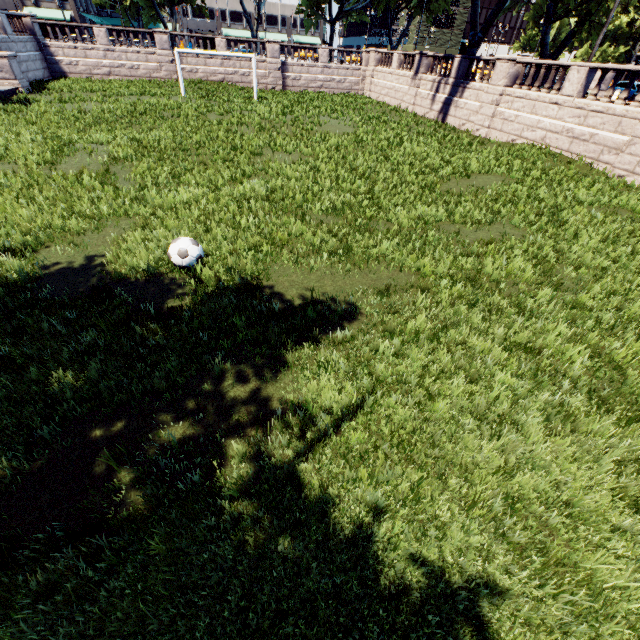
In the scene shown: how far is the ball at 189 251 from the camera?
6.40m

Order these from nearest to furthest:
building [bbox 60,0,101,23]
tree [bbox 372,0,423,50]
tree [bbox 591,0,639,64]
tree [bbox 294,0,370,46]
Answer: tree [bbox 294,0,370,46] → tree [bbox 372,0,423,50] → tree [bbox 591,0,639,64] → building [bbox 60,0,101,23]

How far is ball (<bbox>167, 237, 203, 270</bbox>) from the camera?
6.4 meters

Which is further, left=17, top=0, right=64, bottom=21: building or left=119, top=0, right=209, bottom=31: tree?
left=17, top=0, right=64, bottom=21: building

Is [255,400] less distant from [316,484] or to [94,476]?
[316,484]

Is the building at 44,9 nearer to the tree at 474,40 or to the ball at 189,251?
the tree at 474,40

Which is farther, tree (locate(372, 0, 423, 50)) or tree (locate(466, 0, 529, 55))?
tree (locate(372, 0, 423, 50))
